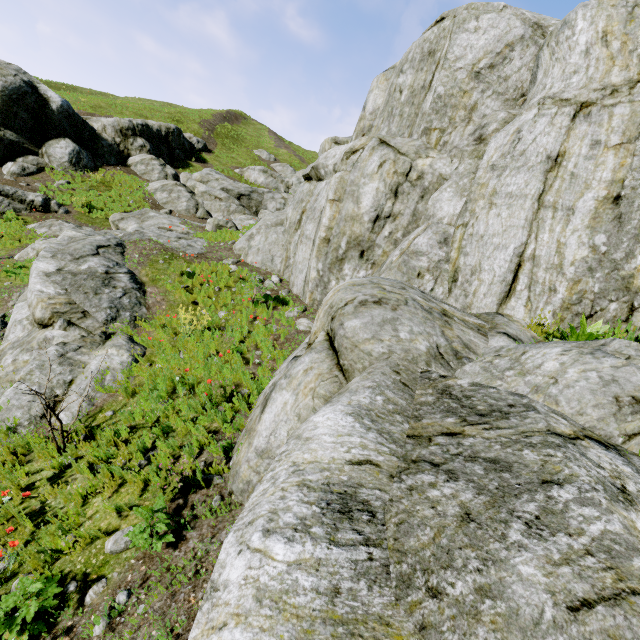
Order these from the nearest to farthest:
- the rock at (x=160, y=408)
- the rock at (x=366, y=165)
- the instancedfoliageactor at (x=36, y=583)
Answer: the rock at (x=366, y=165) → the instancedfoliageactor at (x=36, y=583) → the rock at (x=160, y=408)

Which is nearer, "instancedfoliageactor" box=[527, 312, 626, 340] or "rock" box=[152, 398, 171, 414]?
"instancedfoliageactor" box=[527, 312, 626, 340]

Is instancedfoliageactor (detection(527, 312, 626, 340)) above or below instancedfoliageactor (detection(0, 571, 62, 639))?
above

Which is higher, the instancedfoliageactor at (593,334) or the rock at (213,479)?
the instancedfoliageactor at (593,334)

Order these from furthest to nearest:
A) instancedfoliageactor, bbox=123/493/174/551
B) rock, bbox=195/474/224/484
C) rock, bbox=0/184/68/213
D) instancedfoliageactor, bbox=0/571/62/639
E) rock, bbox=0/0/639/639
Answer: rock, bbox=0/184/68/213 < rock, bbox=195/474/224/484 < instancedfoliageactor, bbox=123/493/174/551 < instancedfoliageactor, bbox=0/571/62/639 < rock, bbox=0/0/639/639

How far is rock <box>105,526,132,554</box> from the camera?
3.7 meters

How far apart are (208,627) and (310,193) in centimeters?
1175cm
